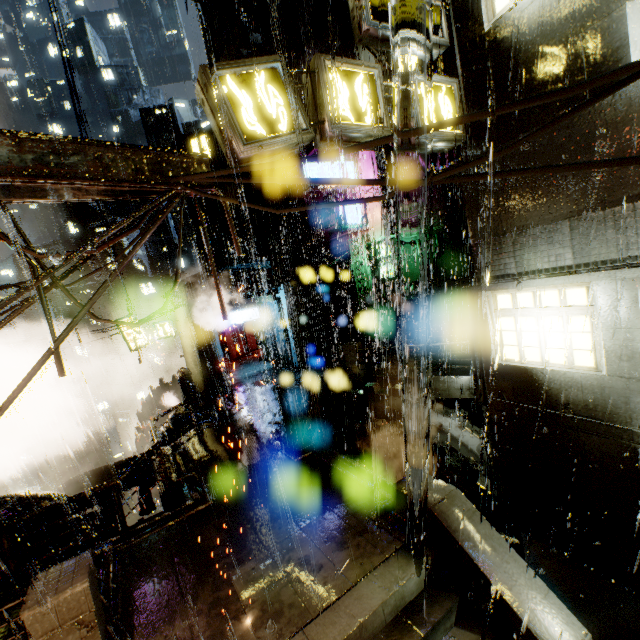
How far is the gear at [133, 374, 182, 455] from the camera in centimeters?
3070cm

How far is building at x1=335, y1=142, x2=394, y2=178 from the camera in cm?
1966

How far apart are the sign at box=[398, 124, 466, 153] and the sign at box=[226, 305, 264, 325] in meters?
19.1 m

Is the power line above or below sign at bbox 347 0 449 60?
below

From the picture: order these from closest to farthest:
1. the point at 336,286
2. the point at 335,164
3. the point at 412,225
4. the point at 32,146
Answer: the point at 32,146
the point at 412,225
the point at 335,164
the point at 336,286

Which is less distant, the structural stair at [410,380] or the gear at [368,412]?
the gear at [368,412]

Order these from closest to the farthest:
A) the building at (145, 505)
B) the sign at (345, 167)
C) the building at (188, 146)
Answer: the building at (188, 146) → the building at (145, 505) → the sign at (345, 167)

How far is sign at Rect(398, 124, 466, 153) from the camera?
6.7m
